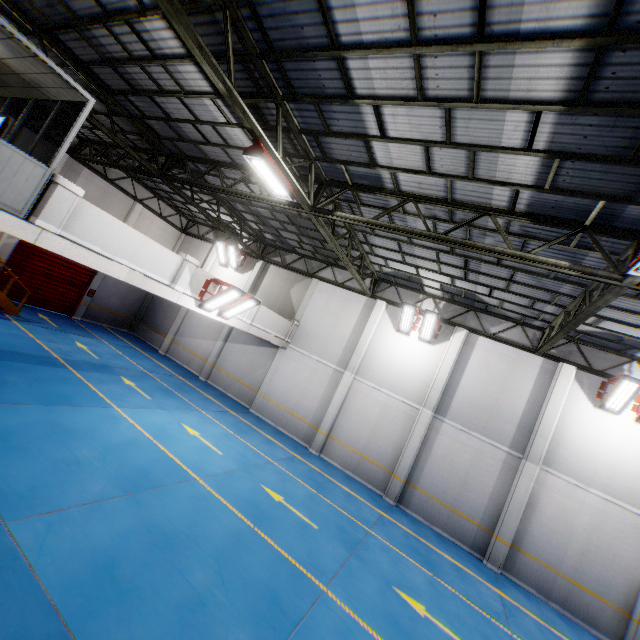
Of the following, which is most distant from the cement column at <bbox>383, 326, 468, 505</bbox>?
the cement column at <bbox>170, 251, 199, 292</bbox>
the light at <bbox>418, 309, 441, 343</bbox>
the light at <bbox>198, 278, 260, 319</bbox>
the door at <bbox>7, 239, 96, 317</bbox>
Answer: the door at <bbox>7, 239, 96, 317</bbox>

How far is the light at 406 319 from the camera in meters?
14.3

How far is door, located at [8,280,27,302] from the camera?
16.5 meters

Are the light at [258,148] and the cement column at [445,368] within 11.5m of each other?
yes

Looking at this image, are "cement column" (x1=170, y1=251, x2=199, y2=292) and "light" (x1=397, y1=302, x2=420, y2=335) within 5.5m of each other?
no

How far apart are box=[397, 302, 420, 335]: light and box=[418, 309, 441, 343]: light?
0.10m

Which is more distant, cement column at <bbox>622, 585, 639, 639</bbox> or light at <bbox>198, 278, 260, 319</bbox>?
light at <bbox>198, 278, 260, 319</bbox>

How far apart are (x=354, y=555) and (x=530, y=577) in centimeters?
767cm
